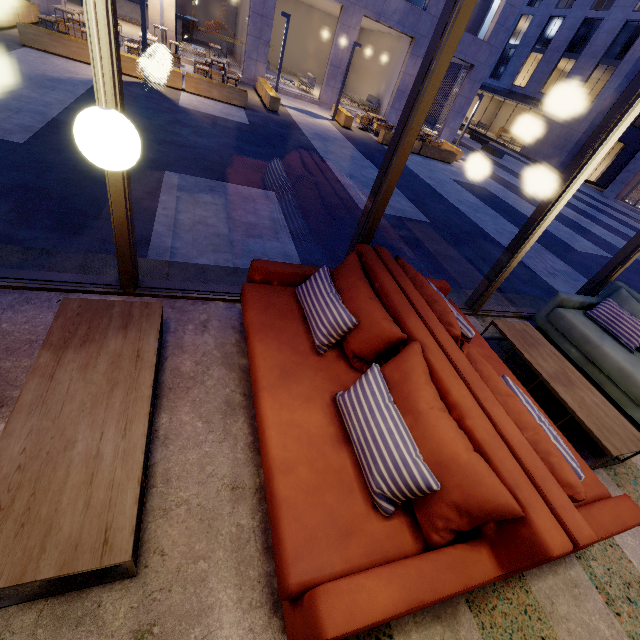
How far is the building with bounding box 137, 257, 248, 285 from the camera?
3.1m

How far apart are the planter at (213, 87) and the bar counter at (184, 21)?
11.7 meters

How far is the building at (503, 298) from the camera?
4.81m

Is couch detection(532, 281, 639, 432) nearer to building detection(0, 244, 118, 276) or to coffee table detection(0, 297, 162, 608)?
building detection(0, 244, 118, 276)

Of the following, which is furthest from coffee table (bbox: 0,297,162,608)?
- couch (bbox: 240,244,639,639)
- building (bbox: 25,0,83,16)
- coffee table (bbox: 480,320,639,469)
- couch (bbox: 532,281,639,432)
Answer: building (bbox: 25,0,83,16)

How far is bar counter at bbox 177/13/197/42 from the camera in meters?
17.5

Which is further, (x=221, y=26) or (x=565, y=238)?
(x=221, y=26)
